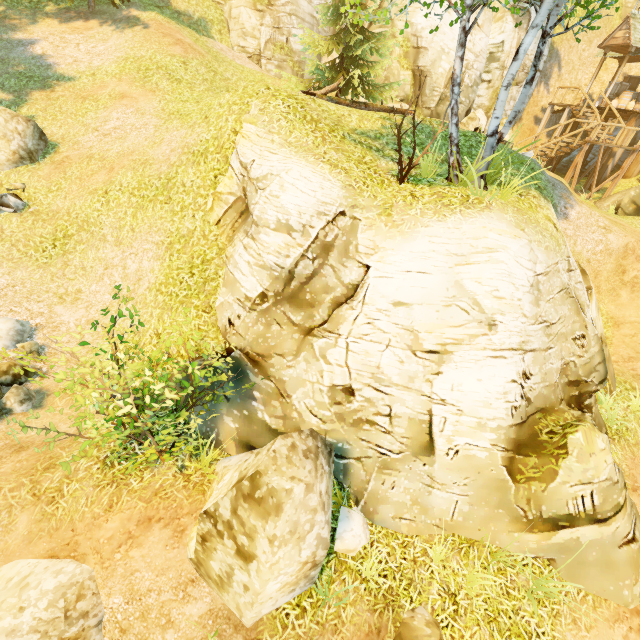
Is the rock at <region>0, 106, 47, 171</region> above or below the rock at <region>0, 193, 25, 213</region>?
above

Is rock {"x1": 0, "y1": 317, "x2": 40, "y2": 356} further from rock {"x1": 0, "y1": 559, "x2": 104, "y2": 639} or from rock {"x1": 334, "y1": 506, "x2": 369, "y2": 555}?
rock {"x1": 334, "y1": 506, "x2": 369, "y2": 555}

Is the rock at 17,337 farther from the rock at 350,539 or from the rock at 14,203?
the rock at 350,539

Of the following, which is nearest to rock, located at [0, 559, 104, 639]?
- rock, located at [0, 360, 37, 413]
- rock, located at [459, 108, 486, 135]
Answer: rock, located at [0, 360, 37, 413]

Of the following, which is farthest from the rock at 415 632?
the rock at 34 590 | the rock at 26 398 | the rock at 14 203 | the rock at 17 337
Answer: the rock at 14 203

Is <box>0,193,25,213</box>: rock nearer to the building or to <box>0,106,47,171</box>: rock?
<box>0,106,47,171</box>: rock

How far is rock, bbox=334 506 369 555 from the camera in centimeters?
564cm

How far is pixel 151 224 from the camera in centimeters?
902cm
